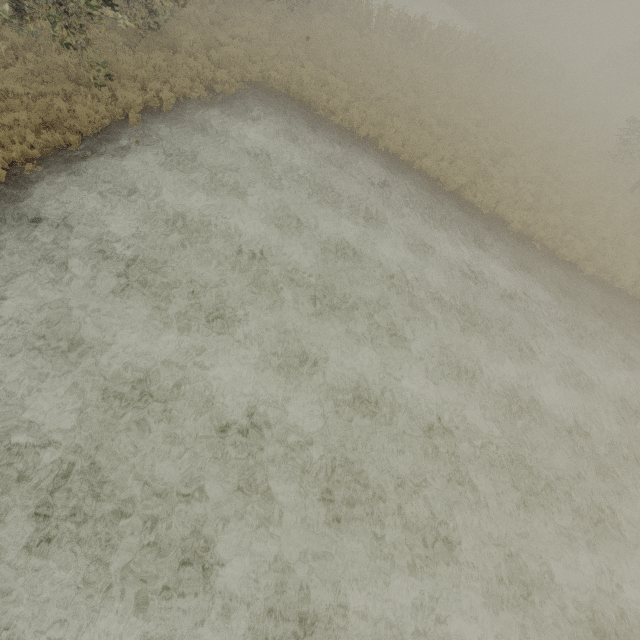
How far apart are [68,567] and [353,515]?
5.3m
